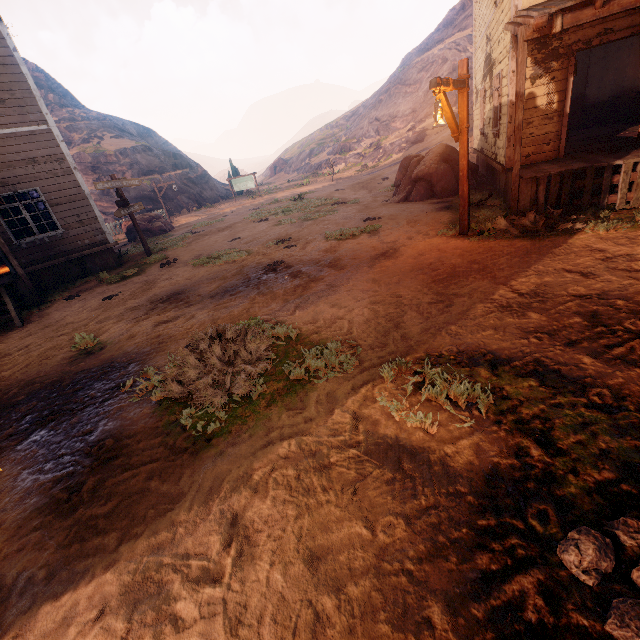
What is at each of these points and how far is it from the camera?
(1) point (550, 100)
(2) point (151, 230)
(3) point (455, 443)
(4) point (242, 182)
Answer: (1) building, 7.8m
(2) instancedfoliageactor, 19.8m
(3) z, 2.7m
(4) sign, 31.1m

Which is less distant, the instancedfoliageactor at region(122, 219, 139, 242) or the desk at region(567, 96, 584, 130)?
the desk at region(567, 96, 584, 130)

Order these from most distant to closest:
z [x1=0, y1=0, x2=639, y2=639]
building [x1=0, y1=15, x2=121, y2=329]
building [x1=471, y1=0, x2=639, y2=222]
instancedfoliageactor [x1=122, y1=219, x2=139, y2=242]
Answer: instancedfoliageactor [x1=122, y1=219, x2=139, y2=242]
building [x1=0, y1=15, x2=121, y2=329]
building [x1=471, y1=0, x2=639, y2=222]
z [x1=0, y1=0, x2=639, y2=639]

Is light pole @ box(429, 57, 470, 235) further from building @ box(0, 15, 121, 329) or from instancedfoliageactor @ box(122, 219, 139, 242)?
instancedfoliageactor @ box(122, 219, 139, 242)

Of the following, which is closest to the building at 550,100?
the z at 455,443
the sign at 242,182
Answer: the z at 455,443

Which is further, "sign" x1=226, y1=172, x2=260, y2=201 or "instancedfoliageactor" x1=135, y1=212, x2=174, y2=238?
"sign" x1=226, y1=172, x2=260, y2=201

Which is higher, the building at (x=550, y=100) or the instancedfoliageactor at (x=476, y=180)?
the building at (x=550, y=100)
